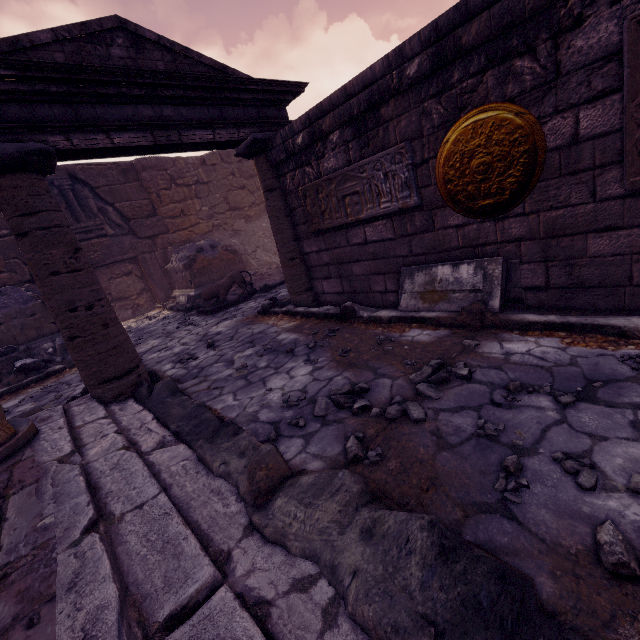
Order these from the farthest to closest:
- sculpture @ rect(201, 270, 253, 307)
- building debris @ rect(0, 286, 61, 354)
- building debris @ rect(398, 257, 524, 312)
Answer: sculpture @ rect(201, 270, 253, 307) → building debris @ rect(0, 286, 61, 354) → building debris @ rect(398, 257, 524, 312)

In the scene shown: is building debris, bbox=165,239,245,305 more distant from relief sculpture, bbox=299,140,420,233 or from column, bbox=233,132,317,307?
relief sculpture, bbox=299,140,420,233

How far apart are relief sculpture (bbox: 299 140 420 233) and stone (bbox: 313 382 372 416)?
2.1 meters

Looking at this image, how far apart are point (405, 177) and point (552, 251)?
1.6 meters

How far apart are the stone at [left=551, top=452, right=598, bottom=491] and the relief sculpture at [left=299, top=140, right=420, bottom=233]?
2.8 meters

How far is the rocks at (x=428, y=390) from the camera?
2.4 meters

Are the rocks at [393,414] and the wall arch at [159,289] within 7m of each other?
no

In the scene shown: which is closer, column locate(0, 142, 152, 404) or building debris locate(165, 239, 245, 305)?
column locate(0, 142, 152, 404)
